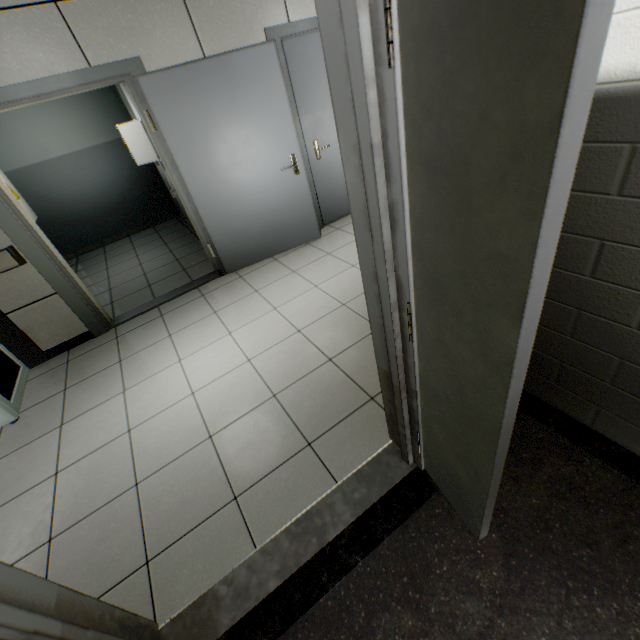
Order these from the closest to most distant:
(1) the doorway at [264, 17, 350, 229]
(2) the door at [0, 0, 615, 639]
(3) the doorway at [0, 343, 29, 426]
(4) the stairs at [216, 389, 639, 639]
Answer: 1. (2) the door at [0, 0, 615, 639]
2. (4) the stairs at [216, 389, 639, 639]
3. (3) the doorway at [0, 343, 29, 426]
4. (1) the doorway at [264, 17, 350, 229]

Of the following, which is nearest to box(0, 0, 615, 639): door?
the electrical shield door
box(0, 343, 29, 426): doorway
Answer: box(0, 343, 29, 426): doorway

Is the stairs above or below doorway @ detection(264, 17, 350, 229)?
below

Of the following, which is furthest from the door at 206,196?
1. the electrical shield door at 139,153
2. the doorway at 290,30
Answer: the electrical shield door at 139,153

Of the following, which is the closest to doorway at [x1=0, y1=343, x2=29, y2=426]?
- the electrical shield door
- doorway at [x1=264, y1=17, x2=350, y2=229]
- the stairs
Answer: the stairs

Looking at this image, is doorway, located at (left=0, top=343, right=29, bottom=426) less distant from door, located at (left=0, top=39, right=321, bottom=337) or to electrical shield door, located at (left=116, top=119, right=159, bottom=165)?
door, located at (left=0, top=39, right=321, bottom=337)

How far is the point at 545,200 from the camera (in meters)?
0.50

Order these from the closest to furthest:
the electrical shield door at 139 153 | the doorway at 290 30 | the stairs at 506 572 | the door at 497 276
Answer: the door at 497 276
the stairs at 506 572
the doorway at 290 30
the electrical shield door at 139 153
